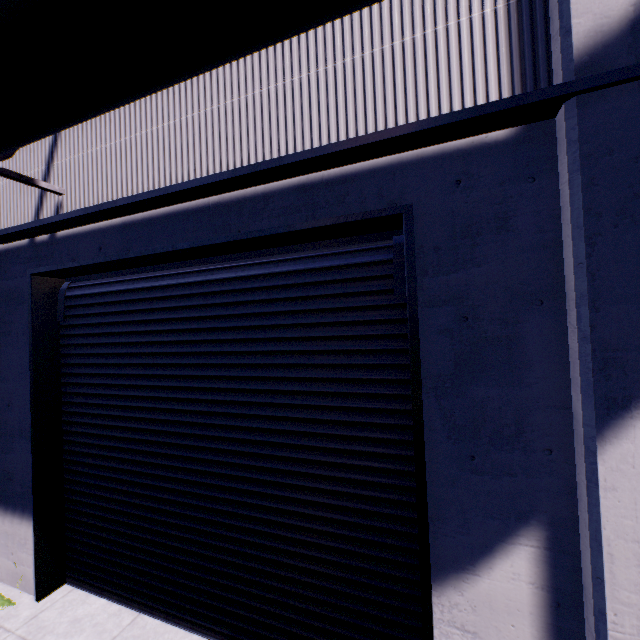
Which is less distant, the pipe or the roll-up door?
the pipe

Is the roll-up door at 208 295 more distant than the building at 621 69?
Yes

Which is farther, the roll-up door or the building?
the roll-up door

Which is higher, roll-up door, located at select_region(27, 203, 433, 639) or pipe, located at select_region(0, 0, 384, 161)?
pipe, located at select_region(0, 0, 384, 161)

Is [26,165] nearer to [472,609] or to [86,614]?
[86,614]

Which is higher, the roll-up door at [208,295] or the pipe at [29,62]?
the pipe at [29,62]
